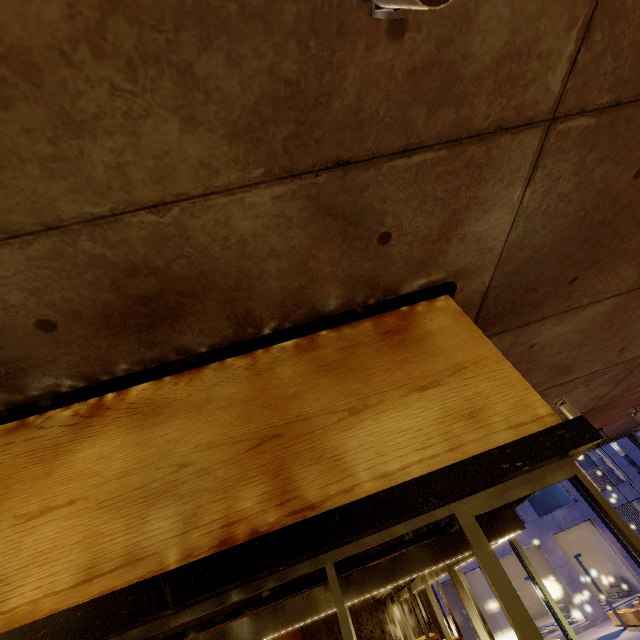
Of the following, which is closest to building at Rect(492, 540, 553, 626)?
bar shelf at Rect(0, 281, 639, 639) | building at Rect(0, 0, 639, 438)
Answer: building at Rect(0, 0, 639, 438)

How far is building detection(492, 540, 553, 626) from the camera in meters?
19.8 m

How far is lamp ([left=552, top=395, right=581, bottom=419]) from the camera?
3.91m

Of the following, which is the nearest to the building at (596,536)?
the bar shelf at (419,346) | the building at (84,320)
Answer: the building at (84,320)

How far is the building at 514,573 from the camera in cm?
1980

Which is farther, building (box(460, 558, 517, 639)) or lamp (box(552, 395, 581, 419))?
building (box(460, 558, 517, 639))

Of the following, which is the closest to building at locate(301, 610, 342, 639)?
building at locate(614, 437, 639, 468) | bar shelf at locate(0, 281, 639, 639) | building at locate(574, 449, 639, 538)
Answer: bar shelf at locate(0, 281, 639, 639)

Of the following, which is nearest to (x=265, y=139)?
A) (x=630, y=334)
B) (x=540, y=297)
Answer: (x=540, y=297)
